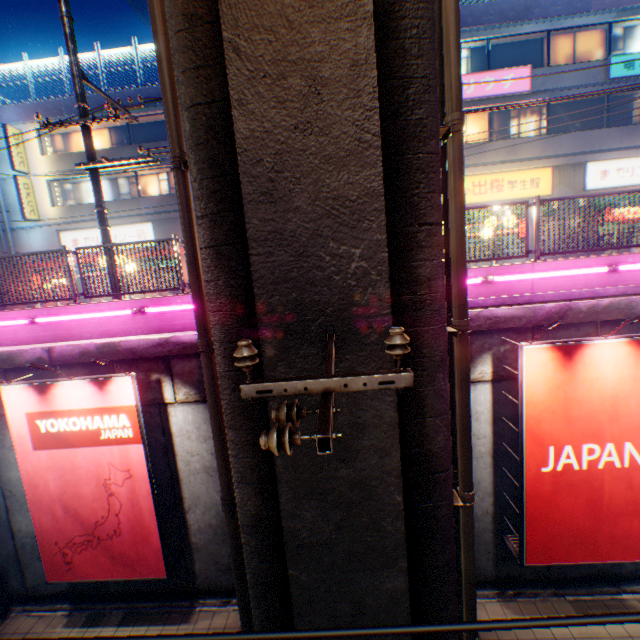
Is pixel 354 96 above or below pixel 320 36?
below

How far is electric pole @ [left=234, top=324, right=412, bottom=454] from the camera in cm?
151

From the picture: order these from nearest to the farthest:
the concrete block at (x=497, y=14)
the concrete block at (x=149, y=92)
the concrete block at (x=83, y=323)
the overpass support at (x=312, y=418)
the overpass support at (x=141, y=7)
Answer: the overpass support at (x=312, y=418) < the concrete block at (x=83, y=323) < the concrete block at (x=497, y=14) < the concrete block at (x=149, y=92) < the overpass support at (x=141, y=7)

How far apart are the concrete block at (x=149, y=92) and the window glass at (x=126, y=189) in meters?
3.4 m

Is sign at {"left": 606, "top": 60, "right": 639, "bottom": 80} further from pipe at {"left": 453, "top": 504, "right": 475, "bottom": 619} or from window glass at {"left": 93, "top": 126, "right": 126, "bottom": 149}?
window glass at {"left": 93, "top": 126, "right": 126, "bottom": 149}

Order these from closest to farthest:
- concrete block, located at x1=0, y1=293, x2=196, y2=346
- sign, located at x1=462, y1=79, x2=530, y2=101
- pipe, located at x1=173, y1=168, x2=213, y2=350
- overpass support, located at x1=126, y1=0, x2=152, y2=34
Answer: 1. pipe, located at x1=173, y1=168, x2=213, y2=350
2. concrete block, located at x1=0, y1=293, x2=196, y2=346
3. sign, located at x1=462, y1=79, x2=530, y2=101
4. overpass support, located at x1=126, y1=0, x2=152, y2=34

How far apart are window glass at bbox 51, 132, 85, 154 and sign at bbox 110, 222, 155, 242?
4.43m

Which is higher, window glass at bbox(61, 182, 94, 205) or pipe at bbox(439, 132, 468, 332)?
window glass at bbox(61, 182, 94, 205)
